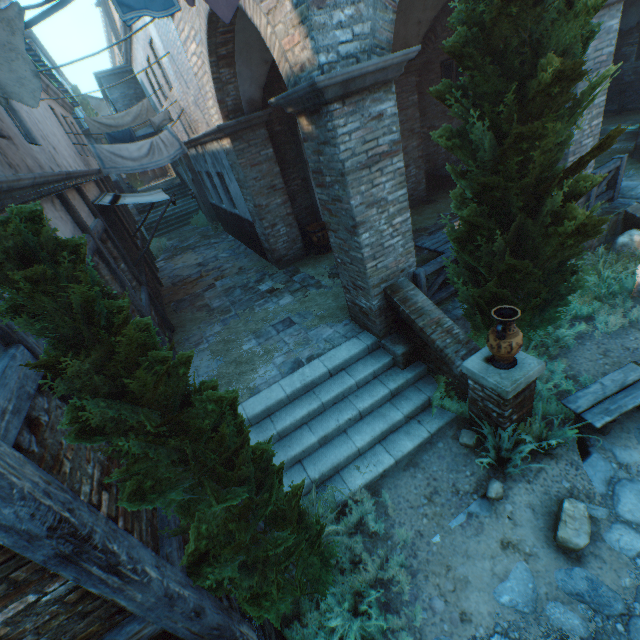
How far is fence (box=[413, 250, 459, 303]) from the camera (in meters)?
5.58

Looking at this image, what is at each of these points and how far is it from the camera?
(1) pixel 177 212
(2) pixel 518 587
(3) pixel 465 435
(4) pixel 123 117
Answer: (1) stairs, 20.0 meters
(2) ground stones, 3.5 meters
(3) rocks, 4.8 meters
(4) clothesline, 11.6 meters

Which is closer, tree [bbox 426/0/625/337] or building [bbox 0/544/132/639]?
building [bbox 0/544/132/639]

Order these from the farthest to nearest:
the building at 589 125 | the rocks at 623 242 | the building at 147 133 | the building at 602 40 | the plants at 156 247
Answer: the building at 147 133 → the plants at 156 247 → the rocks at 623 242 → the building at 589 125 → the building at 602 40

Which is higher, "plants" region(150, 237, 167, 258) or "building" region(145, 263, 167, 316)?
"building" region(145, 263, 167, 316)

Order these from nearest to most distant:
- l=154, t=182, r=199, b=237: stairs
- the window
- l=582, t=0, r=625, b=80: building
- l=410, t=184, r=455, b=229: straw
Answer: l=582, t=0, r=625, b=80: building
l=410, t=184, r=455, b=229: straw
the window
l=154, t=182, r=199, b=237: stairs

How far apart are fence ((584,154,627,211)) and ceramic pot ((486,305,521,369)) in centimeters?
549cm

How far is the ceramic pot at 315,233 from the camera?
9.4m
